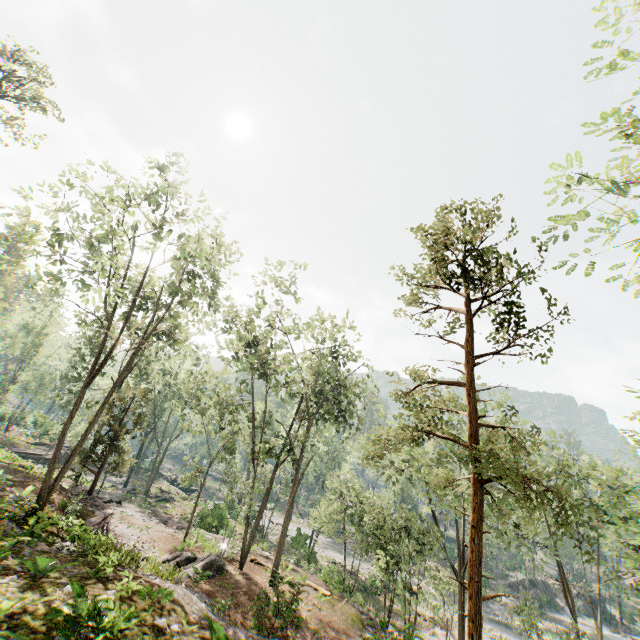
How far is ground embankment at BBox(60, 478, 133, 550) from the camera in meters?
14.1

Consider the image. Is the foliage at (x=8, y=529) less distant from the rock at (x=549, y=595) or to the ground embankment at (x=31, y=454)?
the ground embankment at (x=31, y=454)

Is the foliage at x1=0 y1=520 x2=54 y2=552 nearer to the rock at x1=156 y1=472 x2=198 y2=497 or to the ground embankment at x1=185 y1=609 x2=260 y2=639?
the ground embankment at x1=185 y1=609 x2=260 y2=639

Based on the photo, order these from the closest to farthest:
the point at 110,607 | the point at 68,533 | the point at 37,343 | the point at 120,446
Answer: the point at 110,607 → the point at 68,533 → the point at 120,446 → the point at 37,343

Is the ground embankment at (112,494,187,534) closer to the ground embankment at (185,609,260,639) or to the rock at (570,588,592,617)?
the ground embankment at (185,609,260,639)

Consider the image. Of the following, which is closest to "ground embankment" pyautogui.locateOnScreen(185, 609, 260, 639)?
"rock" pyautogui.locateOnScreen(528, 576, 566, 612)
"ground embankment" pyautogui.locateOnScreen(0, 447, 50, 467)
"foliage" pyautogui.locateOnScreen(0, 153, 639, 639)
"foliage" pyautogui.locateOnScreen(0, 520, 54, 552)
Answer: "foliage" pyautogui.locateOnScreen(0, 153, 639, 639)

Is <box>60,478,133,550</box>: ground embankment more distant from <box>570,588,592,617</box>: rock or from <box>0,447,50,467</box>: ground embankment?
<box>570,588,592,617</box>: rock

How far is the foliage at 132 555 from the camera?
12.5m
